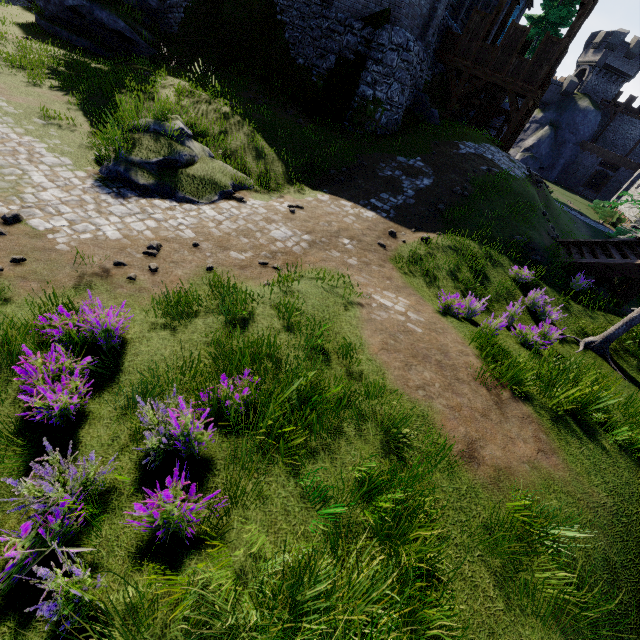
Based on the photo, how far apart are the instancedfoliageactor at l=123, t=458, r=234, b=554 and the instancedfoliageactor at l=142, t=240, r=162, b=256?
5.6 meters

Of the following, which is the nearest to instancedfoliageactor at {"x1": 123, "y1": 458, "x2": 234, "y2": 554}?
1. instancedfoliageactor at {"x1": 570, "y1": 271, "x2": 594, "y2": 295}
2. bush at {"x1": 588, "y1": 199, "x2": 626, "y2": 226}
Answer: instancedfoliageactor at {"x1": 570, "y1": 271, "x2": 594, "y2": 295}

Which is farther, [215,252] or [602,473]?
[215,252]

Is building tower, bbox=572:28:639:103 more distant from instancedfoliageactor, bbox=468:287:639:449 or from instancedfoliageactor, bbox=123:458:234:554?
instancedfoliageactor, bbox=123:458:234:554

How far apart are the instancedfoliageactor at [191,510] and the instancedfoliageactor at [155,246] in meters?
5.6 m

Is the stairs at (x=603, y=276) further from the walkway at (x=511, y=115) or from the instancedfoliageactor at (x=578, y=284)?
the walkway at (x=511, y=115)

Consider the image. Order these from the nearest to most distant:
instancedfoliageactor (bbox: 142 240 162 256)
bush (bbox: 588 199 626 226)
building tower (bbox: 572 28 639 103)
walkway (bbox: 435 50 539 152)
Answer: instancedfoliageactor (bbox: 142 240 162 256), walkway (bbox: 435 50 539 152), bush (bbox: 588 199 626 226), building tower (bbox: 572 28 639 103)

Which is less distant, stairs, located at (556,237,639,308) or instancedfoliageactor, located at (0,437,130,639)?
instancedfoliageactor, located at (0,437,130,639)
